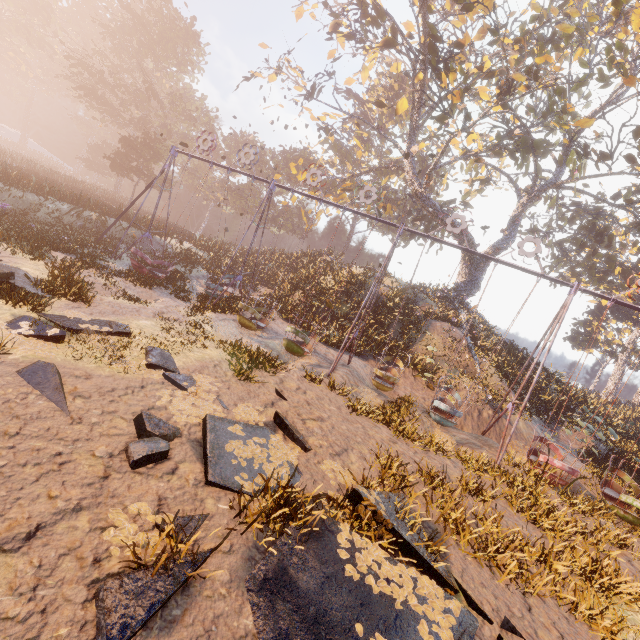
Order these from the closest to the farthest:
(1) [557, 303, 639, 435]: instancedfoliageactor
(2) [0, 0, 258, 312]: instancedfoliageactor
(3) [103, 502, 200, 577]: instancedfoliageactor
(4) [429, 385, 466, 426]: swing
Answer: (3) [103, 502, 200, 577]: instancedfoliageactor, (4) [429, 385, 466, 426]: swing, (2) [0, 0, 258, 312]: instancedfoliageactor, (1) [557, 303, 639, 435]: instancedfoliageactor

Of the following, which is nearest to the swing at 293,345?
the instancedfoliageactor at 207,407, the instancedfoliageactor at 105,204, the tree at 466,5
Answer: the instancedfoliageactor at 207,407

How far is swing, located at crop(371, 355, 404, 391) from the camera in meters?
12.1

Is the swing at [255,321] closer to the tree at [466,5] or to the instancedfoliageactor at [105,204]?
the tree at [466,5]

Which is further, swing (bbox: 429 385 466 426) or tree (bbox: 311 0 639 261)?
tree (bbox: 311 0 639 261)

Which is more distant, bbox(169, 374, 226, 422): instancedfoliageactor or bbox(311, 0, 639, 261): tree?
bbox(311, 0, 639, 261): tree

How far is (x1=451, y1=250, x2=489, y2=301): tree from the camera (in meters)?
25.02

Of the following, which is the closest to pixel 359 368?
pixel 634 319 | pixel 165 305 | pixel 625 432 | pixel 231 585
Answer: pixel 165 305
